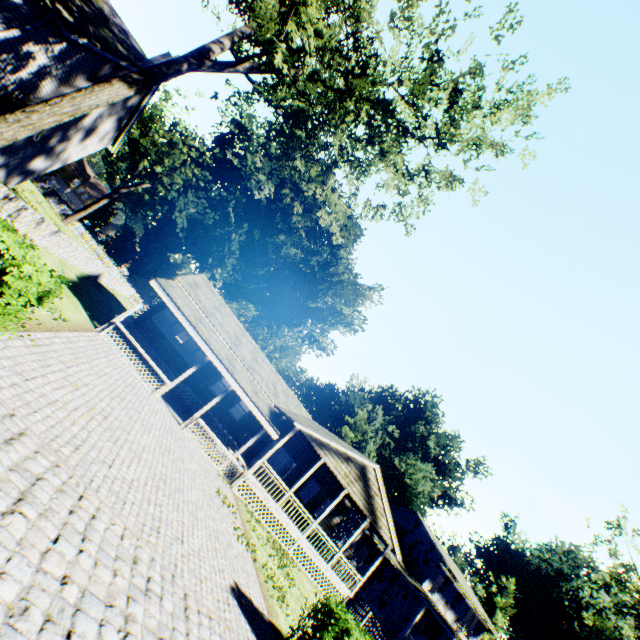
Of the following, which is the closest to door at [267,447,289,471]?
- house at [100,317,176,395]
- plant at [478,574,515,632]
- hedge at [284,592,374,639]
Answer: house at [100,317,176,395]

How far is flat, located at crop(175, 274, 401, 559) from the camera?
18.6 meters

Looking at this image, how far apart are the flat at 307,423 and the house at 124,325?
3.2m

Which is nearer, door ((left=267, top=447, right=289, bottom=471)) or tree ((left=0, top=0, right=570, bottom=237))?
tree ((left=0, top=0, right=570, bottom=237))

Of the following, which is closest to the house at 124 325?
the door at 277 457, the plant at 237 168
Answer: the door at 277 457

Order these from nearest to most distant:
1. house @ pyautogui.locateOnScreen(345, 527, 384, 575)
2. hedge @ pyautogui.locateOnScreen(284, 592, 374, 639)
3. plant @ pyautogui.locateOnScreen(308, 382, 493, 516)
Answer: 1. hedge @ pyautogui.locateOnScreen(284, 592, 374, 639)
2. house @ pyautogui.locateOnScreen(345, 527, 384, 575)
3. plant @ pyautogui.locateOnScreen(308, 382, 493, 516)

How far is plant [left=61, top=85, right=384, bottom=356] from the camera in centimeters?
3803cm

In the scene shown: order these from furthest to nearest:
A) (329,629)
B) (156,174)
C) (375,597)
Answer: (156,174)
(375,597)
(329,629)
